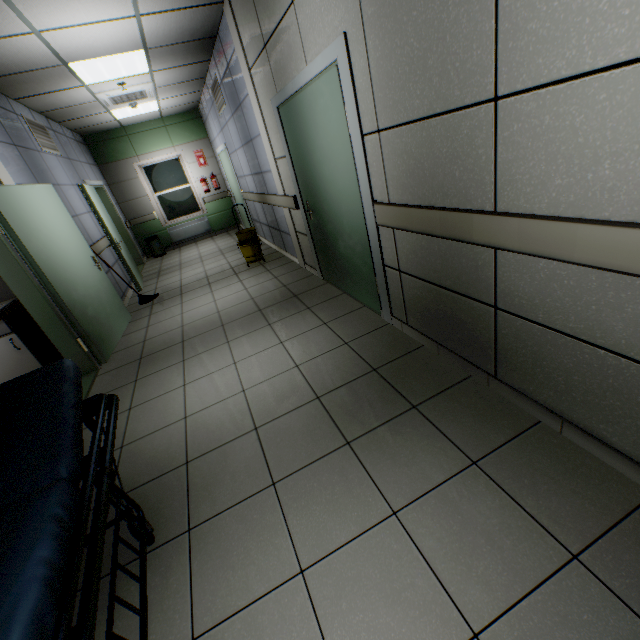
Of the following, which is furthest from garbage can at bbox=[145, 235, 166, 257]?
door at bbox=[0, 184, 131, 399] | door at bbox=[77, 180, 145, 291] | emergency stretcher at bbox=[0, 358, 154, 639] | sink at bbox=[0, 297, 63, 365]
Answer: emergency stretcher at bbox=[0, 358, 154, 639]

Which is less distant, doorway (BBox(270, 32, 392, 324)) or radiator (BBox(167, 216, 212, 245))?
doorway (BBox(270, 32, 392, 324))

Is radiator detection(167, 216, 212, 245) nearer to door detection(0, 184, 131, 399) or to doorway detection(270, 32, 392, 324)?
door detection(0, 184, 131, 399)

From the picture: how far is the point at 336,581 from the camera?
1.4m

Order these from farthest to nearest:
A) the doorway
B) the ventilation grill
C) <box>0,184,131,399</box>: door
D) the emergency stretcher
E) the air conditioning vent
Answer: the air conditioning vent < the ventilation grill < <box>0,184,131,399</box>: door < the doorway < the emergency stretcher

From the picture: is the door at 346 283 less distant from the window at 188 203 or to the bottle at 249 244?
the bottle at 249 244

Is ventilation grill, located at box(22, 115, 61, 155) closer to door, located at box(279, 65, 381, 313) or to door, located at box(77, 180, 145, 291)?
door, located at box(77, 180, 145, 291)

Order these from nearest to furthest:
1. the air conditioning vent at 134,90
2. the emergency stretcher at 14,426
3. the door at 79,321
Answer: the emergency stretcher at 14,426 → the door at 79,321 → the air conditioning vent at 134,90
